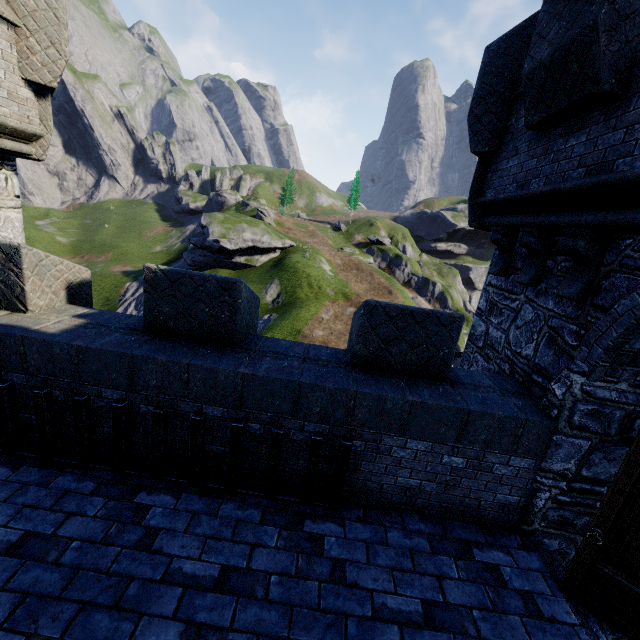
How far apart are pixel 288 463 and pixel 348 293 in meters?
36.1

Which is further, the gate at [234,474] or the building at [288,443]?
the gate at [234,474]

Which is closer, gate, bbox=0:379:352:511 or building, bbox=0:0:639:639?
building, bbox=0:0:639:639
